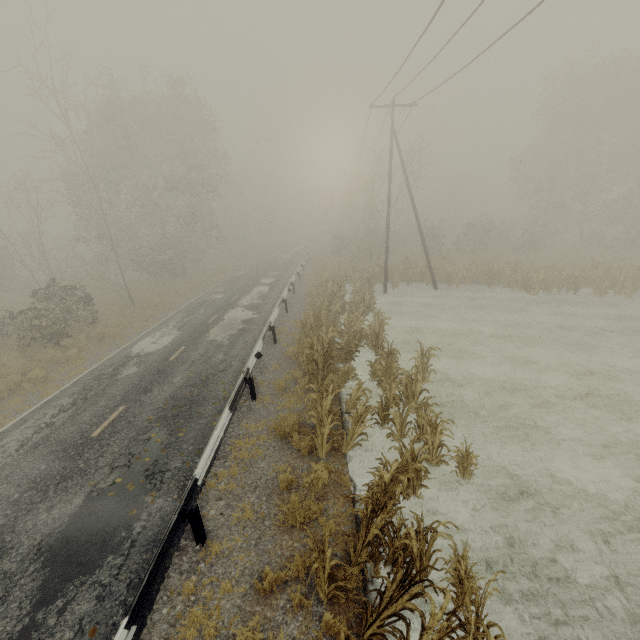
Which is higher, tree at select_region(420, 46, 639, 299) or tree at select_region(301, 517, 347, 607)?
tree at select_region(420, 46, 639, 299)

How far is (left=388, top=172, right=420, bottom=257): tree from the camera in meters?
28.2 m

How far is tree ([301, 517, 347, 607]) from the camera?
4.64m

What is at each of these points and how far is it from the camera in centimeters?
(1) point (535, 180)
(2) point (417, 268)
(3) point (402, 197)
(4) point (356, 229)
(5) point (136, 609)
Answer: (1) tree, 3731cm
(2) tree, 2591cm
(3) tree, 2795cm
(4) tree, 3028cm
(5) guardrail, 454cm

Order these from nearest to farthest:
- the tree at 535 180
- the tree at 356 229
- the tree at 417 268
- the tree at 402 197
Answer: the tree at 356 229, the tree at 535 180, the tree at 417 268, the tree at 402 197

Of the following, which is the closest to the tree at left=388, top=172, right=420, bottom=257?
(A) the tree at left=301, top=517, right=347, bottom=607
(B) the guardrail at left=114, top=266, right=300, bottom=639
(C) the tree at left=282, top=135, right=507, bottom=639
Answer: (B) the guardrail at left=114, top=266, right=300, bottom=639

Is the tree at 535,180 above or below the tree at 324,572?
above

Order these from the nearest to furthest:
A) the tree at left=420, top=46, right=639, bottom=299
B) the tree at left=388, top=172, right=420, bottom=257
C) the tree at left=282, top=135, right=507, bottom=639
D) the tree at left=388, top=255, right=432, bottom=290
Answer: the tree at left=282, top=135, right=507, bottom=639 → the tree at left=420, top=46, right=639, bottom=299 → the tree at left=388, top=255, right=432, bottom=290 → the tree at left=388, top=172, right=420, bottom=257
